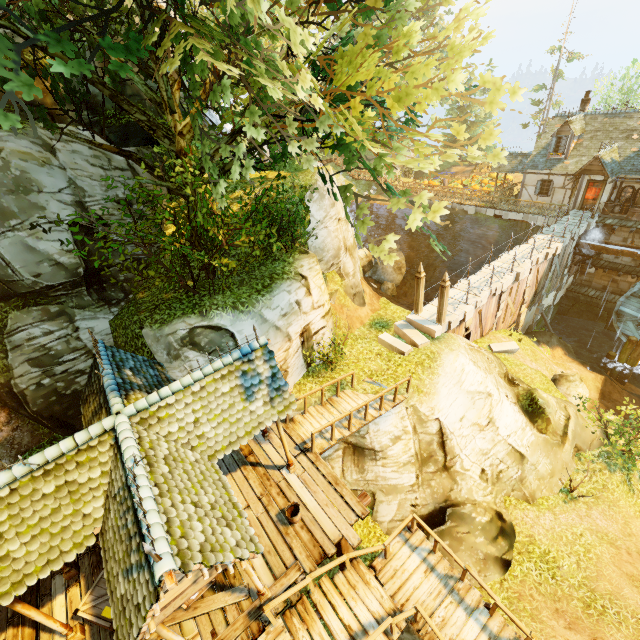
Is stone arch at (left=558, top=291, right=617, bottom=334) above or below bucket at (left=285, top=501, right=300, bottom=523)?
below

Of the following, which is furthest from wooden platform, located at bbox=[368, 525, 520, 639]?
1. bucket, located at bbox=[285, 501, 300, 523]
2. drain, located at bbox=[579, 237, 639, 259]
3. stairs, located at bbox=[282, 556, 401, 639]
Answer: drain, located at bbox=[579, 237, 639, 259]

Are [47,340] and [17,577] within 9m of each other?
→ yes

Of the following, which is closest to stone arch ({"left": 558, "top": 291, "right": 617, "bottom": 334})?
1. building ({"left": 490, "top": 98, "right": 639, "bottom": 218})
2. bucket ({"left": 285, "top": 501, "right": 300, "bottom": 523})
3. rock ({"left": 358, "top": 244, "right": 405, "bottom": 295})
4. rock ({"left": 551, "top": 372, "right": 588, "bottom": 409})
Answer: building ({"left": 490, "top": 98, "right": 639, "bottom": 218})

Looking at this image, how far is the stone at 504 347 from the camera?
18.5m

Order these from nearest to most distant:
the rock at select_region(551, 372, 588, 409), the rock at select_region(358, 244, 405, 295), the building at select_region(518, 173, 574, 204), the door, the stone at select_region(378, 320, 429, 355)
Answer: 1. the stone at select_region(378, 320, 429, 355)
2. the rock at select_region(551, 372, 588, 409)
3. the door
4. the rock at select_region(358, 244, 405, 295)
5. the building at select_region(518, 173, 574, 204)

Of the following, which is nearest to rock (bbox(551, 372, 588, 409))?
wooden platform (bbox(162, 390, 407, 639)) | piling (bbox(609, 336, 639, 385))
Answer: piling (bbox(609, 336, 639, 385))

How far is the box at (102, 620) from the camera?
7.1 meters
